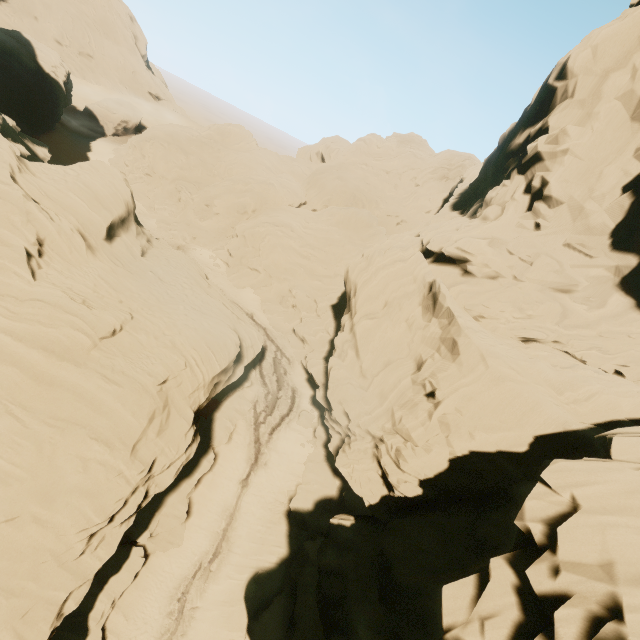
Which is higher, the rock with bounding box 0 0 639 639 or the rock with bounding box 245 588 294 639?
the rock with bounding box 0 0 639 639

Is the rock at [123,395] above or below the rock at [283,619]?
above

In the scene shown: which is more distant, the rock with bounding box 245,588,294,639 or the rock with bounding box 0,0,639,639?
the rock with bounding box 245,588,294,639

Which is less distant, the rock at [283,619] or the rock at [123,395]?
the rock at [123,395]

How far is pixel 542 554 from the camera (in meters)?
9.07
